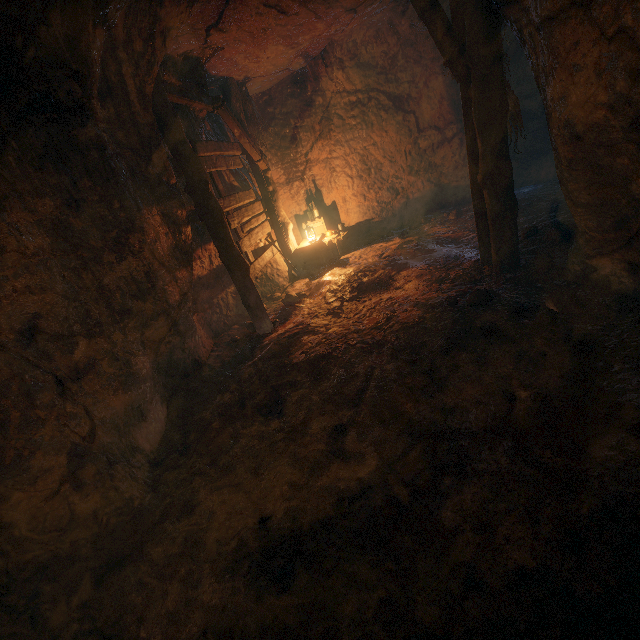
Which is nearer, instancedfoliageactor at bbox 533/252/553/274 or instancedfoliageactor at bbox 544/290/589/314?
instancedfoliageactor at bbox 544/290/589/314

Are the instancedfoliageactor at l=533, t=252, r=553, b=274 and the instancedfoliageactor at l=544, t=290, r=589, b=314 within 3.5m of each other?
yes

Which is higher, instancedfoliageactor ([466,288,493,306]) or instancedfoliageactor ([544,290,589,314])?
instancedfoliageactor ([466,288,493,306])

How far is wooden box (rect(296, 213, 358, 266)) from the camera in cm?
841

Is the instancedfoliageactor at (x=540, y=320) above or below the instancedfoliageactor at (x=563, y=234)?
above

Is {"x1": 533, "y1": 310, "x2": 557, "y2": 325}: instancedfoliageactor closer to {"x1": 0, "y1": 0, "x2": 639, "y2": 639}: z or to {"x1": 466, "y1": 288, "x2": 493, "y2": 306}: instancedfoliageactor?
{"x1": 0, "y1": 0, "x2": 639, "y2": 639}: z

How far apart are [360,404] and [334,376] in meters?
0.6

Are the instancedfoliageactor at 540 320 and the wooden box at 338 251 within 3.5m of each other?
no
